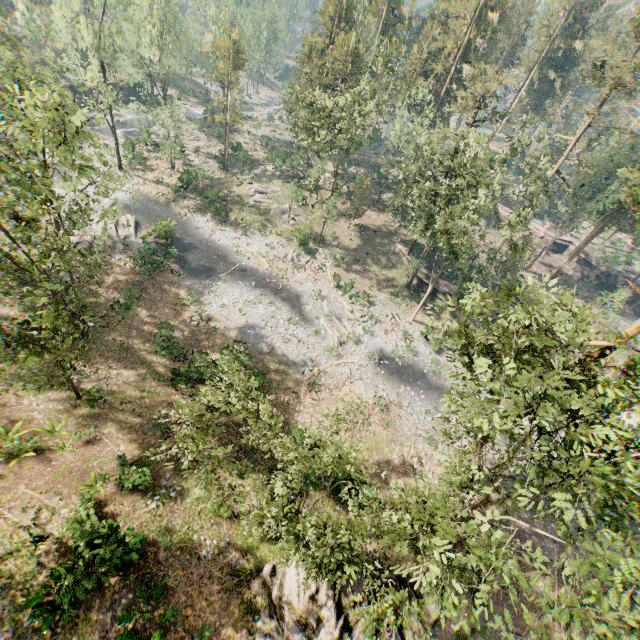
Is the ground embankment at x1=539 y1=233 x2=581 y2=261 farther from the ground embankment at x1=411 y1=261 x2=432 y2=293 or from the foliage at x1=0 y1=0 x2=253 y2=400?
the ground embankment at x1=411 y1=261 x2=432 y2=293

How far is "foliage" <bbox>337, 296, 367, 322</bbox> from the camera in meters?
36.7 m

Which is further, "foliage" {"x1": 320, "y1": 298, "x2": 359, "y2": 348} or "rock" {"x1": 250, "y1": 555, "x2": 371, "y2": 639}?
"foliage" {"x1": 320, "y1": 298, "x2": 359, "y2": 348}

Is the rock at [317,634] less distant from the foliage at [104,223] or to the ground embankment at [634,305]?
the foliage at [104,223]

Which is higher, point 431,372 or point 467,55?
point 467,55

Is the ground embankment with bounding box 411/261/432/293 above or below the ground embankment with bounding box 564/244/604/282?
below

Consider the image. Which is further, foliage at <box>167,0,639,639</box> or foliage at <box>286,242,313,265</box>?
foliage at <box>286,242,313,265</box>

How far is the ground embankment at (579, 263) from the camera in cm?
5191
